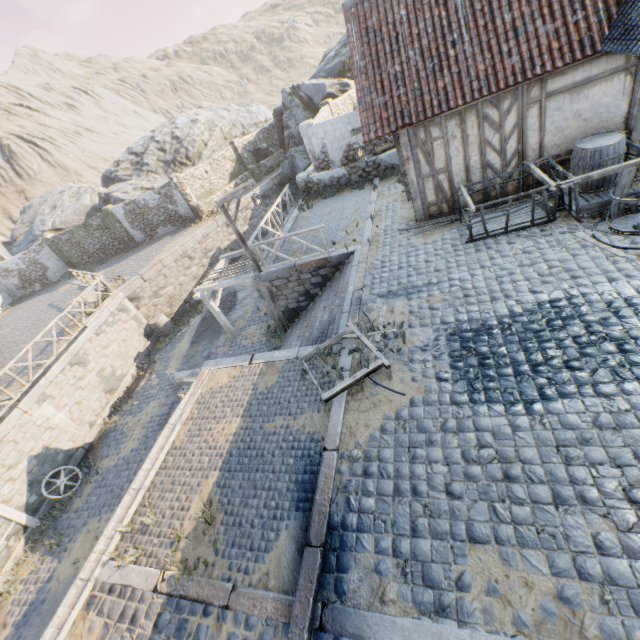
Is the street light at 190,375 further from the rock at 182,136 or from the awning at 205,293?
the rock at 182,136

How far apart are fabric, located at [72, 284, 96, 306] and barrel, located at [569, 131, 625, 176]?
19.4 meters

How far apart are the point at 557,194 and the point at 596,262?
2.0 meters

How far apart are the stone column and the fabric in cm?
902

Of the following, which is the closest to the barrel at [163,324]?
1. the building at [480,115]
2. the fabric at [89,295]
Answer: the fabric at [89,295]

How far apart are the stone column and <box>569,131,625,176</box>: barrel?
21.1 meters

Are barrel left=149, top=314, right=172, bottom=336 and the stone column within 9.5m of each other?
yes

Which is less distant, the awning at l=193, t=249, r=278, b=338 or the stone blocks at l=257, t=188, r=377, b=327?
the stone blocks at l=257, t=188, r=377, b=327
